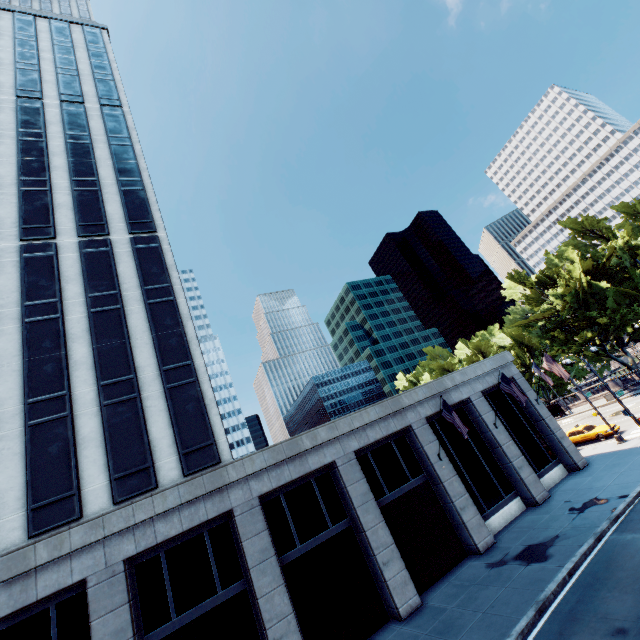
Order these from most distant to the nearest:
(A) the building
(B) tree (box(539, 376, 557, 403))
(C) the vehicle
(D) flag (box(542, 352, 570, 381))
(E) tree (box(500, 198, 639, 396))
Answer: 1. (B) tree (box(539, 376, 557, 403))
2. (E) tree (box(500, 198, 639, 396))
3. (C) the vehicle
4. (D) flag (box(542, 352, 570, 381))
5. (A) the building

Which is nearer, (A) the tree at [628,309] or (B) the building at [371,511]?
(B) the building at [371,511]

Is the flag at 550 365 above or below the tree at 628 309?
below

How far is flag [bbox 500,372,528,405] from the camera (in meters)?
21.11

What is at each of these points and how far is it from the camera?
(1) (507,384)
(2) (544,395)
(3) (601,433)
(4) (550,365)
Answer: (1) flag, 21.91m
(2) tree, 58.41m
(3) vehicle, 28.45m
(4) flag, 24.52m

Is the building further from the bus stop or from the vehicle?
the bus stop

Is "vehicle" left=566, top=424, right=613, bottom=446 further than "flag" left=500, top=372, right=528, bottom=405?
Yes
